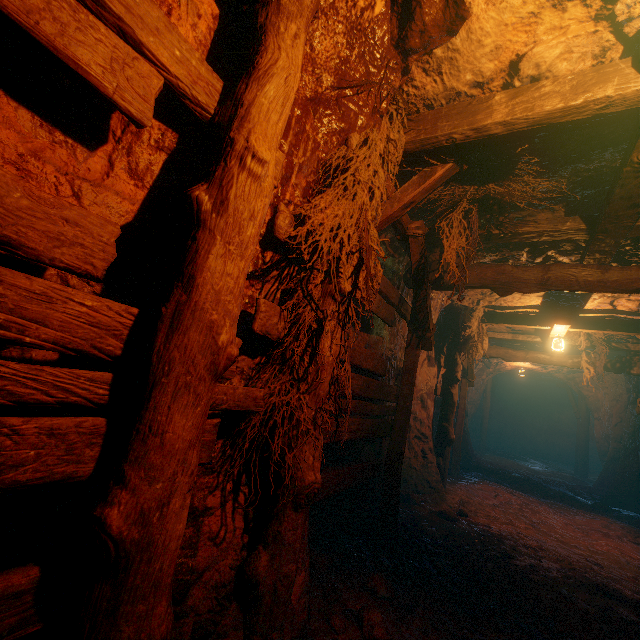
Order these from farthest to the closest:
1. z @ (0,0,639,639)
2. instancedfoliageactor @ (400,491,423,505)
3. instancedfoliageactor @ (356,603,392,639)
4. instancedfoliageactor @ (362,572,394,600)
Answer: instancedfoliageactor @ (400,491,423,505), instancedfoliageactor @ (362,572,394,600), instancedfoliageactor @ (356,603,392,639), z @ (0,0,639,639)

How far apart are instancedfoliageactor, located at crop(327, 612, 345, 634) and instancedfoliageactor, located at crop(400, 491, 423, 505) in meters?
4.0

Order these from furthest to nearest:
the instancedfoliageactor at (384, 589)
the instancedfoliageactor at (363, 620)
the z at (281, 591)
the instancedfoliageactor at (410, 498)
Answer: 1. the instancedfoliageactor at (410, 498)
2. the instancedfoliageactor at (384, 589)
3. the instancedfoliageactor at (363, 620)
4. the z at (281, 591)

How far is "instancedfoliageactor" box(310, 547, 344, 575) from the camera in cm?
327

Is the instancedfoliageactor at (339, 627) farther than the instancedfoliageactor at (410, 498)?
No

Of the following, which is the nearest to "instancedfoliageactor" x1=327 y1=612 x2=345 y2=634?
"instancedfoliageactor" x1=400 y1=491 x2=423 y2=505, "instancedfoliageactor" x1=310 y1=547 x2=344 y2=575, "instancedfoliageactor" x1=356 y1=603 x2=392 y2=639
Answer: "instancedfoliageactor" x1=356 y1=603 x2=392 y2=639

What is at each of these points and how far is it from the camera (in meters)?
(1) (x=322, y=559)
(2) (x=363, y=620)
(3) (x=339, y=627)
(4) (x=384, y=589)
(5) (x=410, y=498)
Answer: (1) instancedfoliageactor, 3.34
(2) instancedfoliageactor, 2.55
(3) instancedfoliageactor, 2.46
(4) instancedfoliageactor, 3.07
(5) instancedfoliageactor, 6.11

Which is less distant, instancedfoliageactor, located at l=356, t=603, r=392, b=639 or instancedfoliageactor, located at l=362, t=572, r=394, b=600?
instancedfoliageactor, located at l=356, t=603, r=392, b=639
